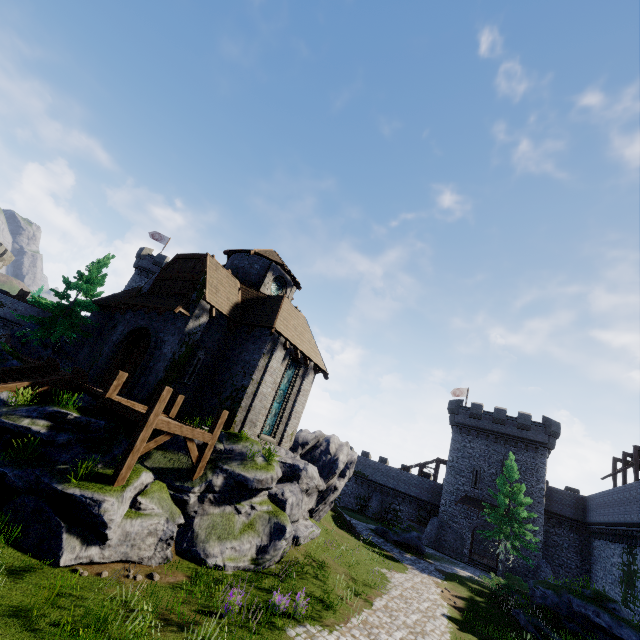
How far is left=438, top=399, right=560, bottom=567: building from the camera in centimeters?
3444cm

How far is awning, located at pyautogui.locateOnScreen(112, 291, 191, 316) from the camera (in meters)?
16.70

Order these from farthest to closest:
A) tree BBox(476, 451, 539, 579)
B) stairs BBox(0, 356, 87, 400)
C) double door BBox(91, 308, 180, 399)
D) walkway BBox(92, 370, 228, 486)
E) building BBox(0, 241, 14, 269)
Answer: building BBox(0, 241, 14, 269) → tree BBox(476, 451, 539, 579) → double door BBox(91, 308, 180, 399) → stairs BBox(0, 356, 87, 400) → walkway BBox(92, 370, 228, 486)

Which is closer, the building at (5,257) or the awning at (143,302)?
the awning at (143,302)

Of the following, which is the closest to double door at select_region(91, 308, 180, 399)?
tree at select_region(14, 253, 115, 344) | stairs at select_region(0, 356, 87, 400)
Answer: stairs at select_region(0, 356, 87, 400)

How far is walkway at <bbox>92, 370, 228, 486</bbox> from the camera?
10.2m

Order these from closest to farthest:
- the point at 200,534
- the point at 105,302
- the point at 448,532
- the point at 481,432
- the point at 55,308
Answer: the point at 200,534, the point at 55,308, the point at 105,302, the point at 448,532, the point at 481,432

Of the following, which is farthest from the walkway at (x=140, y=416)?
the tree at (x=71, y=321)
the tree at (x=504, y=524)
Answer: the tree at (x=504, y=524)
